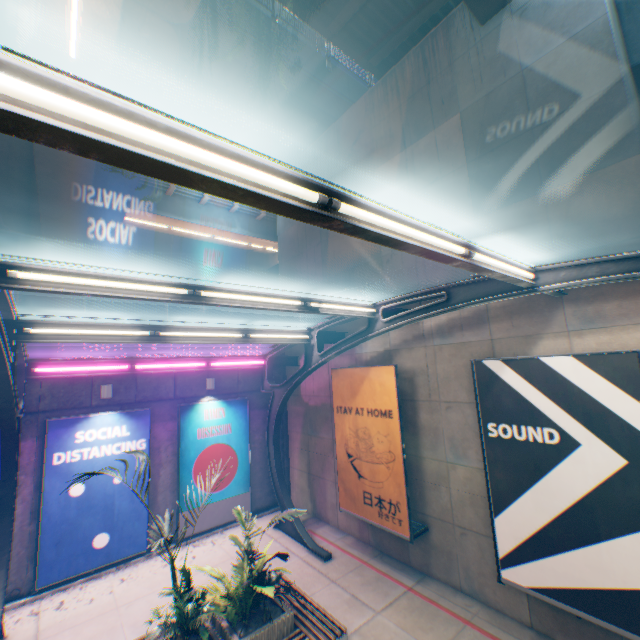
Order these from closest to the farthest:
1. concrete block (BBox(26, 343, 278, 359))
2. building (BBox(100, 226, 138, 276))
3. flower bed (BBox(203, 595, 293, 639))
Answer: flower bed (BBox(203, 595, 293, 639))
concrete block (BBox(26, 343, 278, 359))
building (BBox(100, 226, 138, 276))

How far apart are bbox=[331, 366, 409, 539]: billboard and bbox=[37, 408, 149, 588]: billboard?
6.0m

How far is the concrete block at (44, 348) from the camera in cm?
941

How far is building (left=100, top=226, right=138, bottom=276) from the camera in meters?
28.6

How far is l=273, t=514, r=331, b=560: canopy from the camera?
9.6 meters

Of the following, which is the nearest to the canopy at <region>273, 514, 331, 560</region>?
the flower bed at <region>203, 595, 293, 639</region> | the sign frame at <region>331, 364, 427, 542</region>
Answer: the sign frame at <region>331, 364, 427, 542</region>

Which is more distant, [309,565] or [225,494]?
[225,494]

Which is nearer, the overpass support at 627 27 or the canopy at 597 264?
the canopy at 597 264
